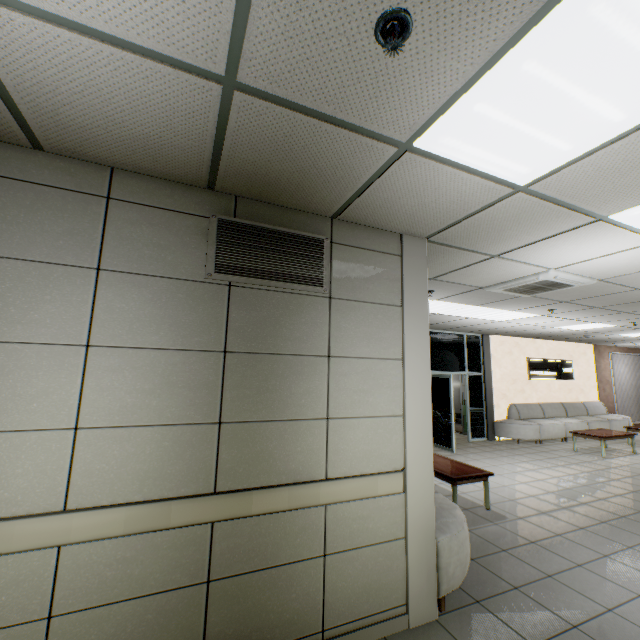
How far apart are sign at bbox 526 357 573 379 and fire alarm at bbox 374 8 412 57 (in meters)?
12.10

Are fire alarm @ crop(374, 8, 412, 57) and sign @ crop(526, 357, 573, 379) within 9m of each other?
no

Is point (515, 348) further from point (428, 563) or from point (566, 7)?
point (566, 7)

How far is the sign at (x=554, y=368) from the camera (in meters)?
10.98

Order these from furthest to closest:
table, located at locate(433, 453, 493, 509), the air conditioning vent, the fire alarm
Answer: table, located at locate(433, 453, 493, 509) < the air conditioning vent < the fire alarm

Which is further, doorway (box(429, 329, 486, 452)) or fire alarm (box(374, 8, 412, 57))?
doorway (box(429, 329, 486, 452))

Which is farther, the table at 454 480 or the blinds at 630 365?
the blinds at 630 365

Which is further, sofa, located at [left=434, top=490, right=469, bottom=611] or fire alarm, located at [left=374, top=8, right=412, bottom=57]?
sofa, located at [left=434, top=490, right=469, bottom=611]
